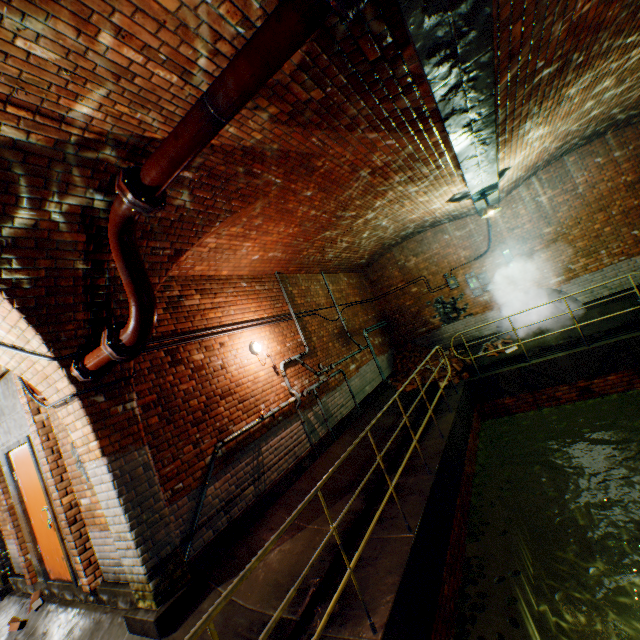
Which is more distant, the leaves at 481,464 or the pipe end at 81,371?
the leaves at 481,464

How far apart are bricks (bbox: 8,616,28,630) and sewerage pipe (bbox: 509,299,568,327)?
12.2 meters

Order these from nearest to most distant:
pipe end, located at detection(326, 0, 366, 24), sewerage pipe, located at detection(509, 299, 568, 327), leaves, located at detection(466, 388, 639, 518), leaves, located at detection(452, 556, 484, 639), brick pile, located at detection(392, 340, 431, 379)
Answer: pipe end, located at detection(326, 0, 366, 24)
leaves, located at detection(452, 556, 484, 639)
leaves, located at detection(466, 388, 639, 518)
sewerage pipe, located at detection(509, 299, 568, 327)
brick pile, located at detection(392, 340, 431, 379)

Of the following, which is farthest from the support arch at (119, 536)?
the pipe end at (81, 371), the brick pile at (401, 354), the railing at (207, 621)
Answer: the brick pile at (401, 354)

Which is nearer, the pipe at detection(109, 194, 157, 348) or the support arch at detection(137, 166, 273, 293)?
the pipe at detection(109, 194, 157, 348)

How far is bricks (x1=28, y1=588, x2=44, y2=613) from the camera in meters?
4.8 m

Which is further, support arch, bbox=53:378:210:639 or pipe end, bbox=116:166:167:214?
support arch, bbox=53:378:210:639

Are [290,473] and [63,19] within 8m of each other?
yes
